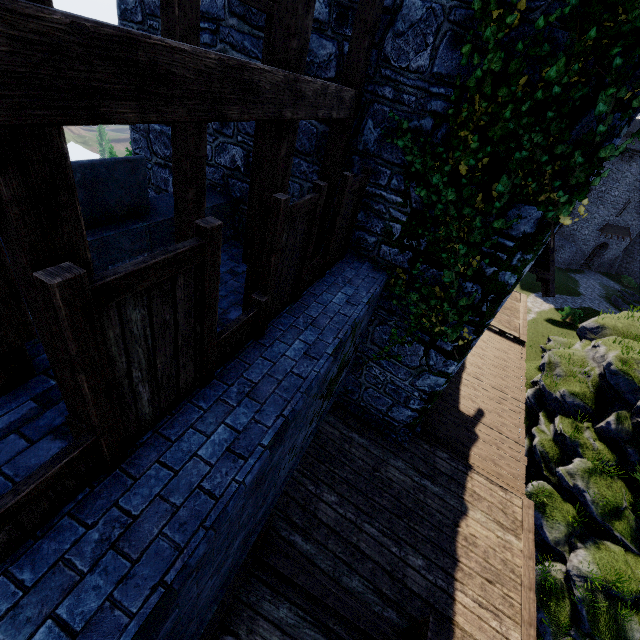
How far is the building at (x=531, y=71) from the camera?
4.1 meters

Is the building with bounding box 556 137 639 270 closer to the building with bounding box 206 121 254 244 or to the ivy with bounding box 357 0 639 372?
the building with bounding box 206 121 254 244

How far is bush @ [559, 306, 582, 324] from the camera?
28.7 meters

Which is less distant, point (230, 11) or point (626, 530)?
point (230, 11)

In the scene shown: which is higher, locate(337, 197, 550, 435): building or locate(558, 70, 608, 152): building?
locate(558, 70, 608, 152): building

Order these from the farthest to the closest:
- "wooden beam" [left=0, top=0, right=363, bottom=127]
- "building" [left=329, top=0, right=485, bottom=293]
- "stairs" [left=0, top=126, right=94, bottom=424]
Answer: "building" [left=329, top=0, right=485, bottom=293], "stairs" [left=0, top=126, right=94, bottom=424], "wooden beam" [left=0, top=0, right=363, bottom=127]

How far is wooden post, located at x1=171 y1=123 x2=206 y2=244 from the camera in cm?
421

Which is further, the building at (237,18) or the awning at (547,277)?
the awning at (547,277)
